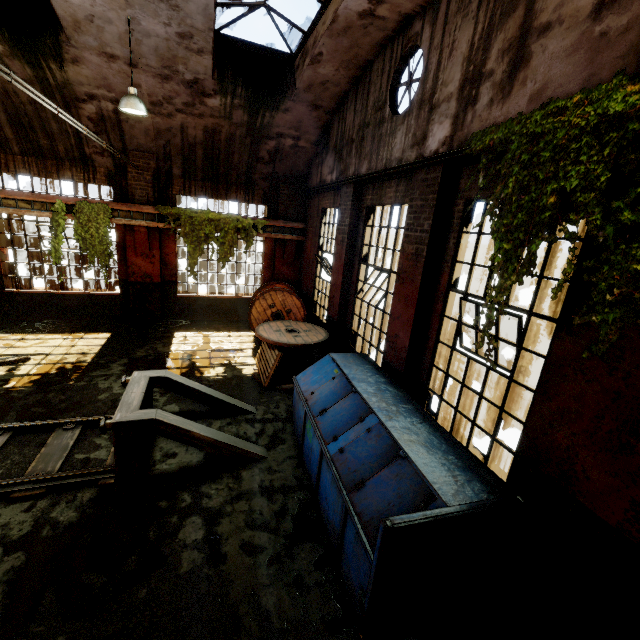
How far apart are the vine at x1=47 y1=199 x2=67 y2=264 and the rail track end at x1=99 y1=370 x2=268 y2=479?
6.5m

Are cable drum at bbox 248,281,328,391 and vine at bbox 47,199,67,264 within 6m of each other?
no

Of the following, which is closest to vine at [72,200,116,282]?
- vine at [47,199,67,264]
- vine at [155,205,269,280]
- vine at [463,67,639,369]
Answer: vine at [47,199,67,264]

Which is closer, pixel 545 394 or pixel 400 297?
pixel 545 394

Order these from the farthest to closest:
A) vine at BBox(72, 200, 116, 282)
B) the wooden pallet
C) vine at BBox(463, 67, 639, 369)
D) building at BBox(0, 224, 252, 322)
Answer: building at BBox(0, 224, 252, 322) → vine at BBox(72, 200, 116, 282) → the wooden pallet → vine at BBox(463, 67, 639, 369)

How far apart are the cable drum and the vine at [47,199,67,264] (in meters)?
6.65

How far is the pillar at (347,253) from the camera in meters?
7.8

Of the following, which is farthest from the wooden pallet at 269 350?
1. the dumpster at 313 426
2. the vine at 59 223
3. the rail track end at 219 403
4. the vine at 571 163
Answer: the vine at 59 223
